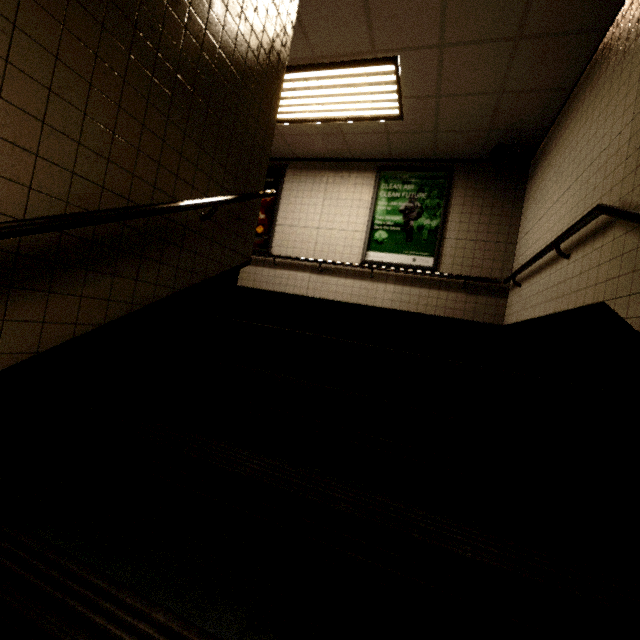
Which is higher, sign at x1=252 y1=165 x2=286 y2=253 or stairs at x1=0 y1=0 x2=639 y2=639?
sign at x1=252 y1=165 x2=286 y2=253

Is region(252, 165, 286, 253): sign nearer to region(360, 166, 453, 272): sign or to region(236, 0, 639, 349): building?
region(236, 0, 639, 349): building

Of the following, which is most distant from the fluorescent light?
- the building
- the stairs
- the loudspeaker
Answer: the loudspeaker

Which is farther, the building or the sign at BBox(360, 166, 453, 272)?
the sign at BBox(360, 166, 453, 272)

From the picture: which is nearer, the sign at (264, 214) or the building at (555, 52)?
the building at (555, 52)

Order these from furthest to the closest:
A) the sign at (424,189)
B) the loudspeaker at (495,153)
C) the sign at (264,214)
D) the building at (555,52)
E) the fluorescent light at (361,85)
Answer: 1. the sign at (264,214)
2. the sign at (424,189)
3. the loudspeaker at (495,153)
4. the fluorescent light at (361,85)
5. the building at (555,52)

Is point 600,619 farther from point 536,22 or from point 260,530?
point 536,22

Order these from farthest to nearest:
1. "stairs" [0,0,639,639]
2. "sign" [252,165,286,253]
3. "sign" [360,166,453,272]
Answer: "sign" [252,165,286,253] → "sign" [360,166,453,272] → "stairs" [0,0,639,639]
